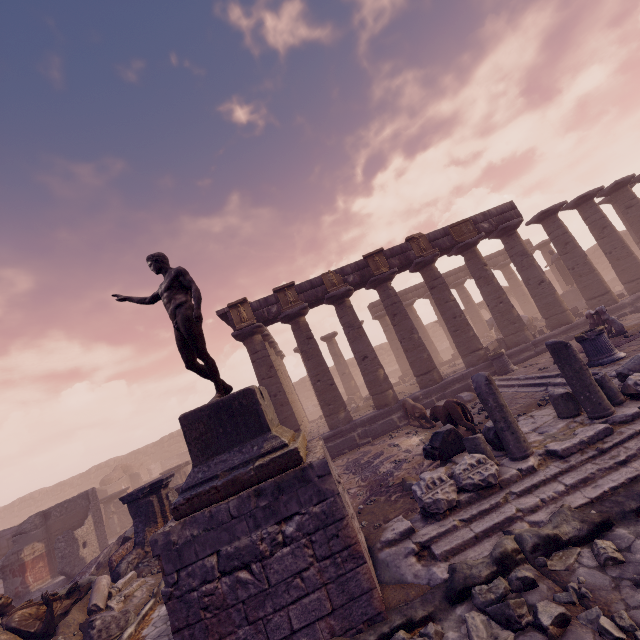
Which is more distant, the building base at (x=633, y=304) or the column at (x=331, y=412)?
the building base at (x=633, y=304)

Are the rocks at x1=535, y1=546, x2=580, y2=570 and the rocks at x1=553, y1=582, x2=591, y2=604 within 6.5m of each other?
yes

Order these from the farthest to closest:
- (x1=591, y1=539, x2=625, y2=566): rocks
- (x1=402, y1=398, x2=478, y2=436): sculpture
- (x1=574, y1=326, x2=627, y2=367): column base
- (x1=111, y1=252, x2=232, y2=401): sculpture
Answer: (x1=574, y1=326, x2=627, y2=367): column base, (x1=402, y1=398, x2=478, y2=436): sculpture, (x1=111, y1=252, x2=232, y2=401): sculpture, (x1=591, y1=539, x2=625, y2=566): rocks

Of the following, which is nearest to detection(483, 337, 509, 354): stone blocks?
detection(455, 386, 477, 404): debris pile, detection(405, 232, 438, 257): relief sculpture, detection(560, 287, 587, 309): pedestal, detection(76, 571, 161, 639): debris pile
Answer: detection(455, 386, 477, 404): debris pile

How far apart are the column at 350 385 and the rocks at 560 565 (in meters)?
19.92

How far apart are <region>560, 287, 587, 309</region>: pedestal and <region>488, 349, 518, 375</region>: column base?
10.3m

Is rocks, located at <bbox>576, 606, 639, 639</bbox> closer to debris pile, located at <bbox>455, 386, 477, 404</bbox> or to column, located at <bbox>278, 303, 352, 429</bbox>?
debris pile, located at <bbox>455, 386, 477, 404</bbox>

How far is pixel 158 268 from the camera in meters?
5.5 m
